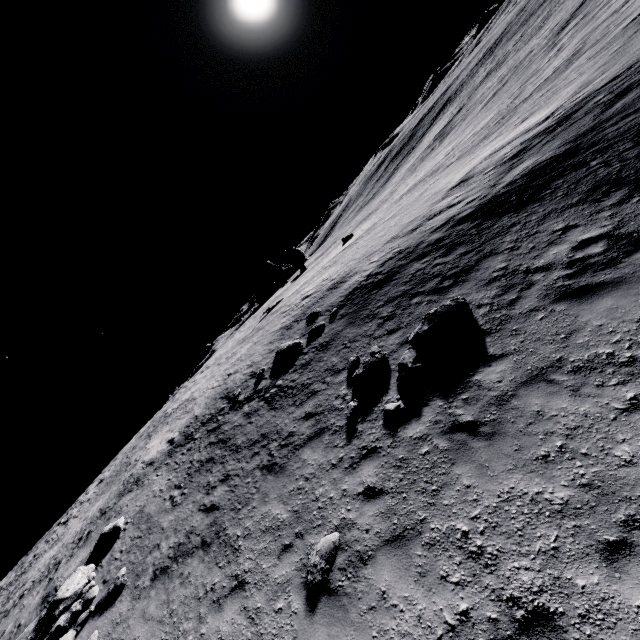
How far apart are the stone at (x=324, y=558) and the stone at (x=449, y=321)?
5.4m

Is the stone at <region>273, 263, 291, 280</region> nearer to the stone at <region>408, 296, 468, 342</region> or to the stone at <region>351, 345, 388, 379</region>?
the stone at <region>351, 345, 388, 379</region>

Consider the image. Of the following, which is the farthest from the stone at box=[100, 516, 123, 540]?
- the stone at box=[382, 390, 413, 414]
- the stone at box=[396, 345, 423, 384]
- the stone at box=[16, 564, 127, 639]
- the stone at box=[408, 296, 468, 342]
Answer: the stone at box=[408, 296, 468, 342]

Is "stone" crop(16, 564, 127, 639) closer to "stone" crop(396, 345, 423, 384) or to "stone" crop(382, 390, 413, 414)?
"stone" crop(382, 390, 413, 414)

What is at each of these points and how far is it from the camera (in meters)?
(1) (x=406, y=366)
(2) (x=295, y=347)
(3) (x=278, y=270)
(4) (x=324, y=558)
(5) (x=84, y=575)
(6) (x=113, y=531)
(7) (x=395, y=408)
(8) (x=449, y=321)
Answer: (1) stone, 9.04
(2) stone, 16.00
(3) stone, 44.81
(4) stone, 6.39
(5) stone, 11.15
(6) stone, 12.57
(7) stone, 8.31
(8) stone, 9.33

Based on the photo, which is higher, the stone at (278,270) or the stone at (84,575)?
the stone at (278,270)

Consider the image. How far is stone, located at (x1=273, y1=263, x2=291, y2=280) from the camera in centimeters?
4388cm

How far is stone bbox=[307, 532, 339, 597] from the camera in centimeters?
609cm
